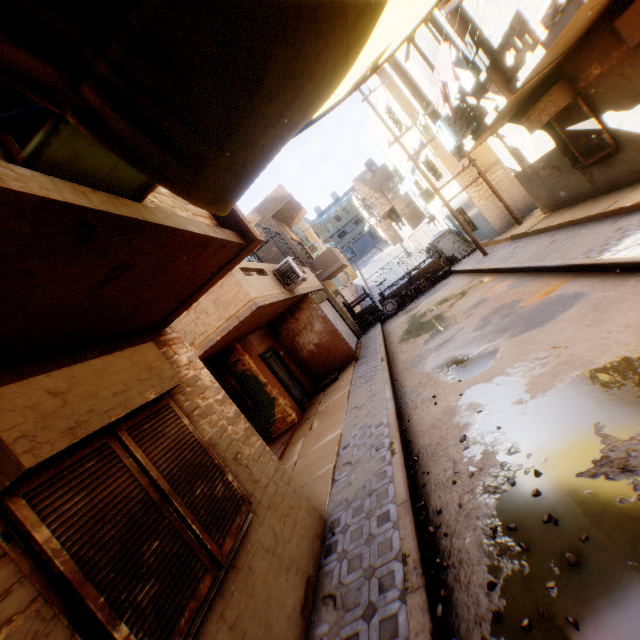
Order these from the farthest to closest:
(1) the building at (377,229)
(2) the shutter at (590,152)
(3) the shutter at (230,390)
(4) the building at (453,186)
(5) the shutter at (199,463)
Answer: (1) the building at (377,229)
(4) the building at (453,186)
(3) the shutter at (230,390)
(2) the shutter at (590,152)
(5) the shutter at (199,463)

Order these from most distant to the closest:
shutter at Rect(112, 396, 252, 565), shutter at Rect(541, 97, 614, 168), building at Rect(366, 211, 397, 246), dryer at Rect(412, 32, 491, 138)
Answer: building at Rect(366, 211, 397, 246) → shutter at Rect(541, 97, 614, 168) → dryer at Rect(412, 32, 491, 138) → shutter at Rect(112, 396, 252, 565)

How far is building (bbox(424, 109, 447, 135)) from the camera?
10.4 meters

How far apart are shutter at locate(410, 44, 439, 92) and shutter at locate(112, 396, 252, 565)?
9.69m

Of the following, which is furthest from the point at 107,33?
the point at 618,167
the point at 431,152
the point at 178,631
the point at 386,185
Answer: the point at 386,185

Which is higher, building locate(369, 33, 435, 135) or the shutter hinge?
building locate(369, 33, 435, 135)

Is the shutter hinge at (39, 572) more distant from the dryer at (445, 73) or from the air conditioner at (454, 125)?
the air conditioner at (454, 125)

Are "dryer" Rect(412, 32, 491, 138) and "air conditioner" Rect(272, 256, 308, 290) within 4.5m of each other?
no
